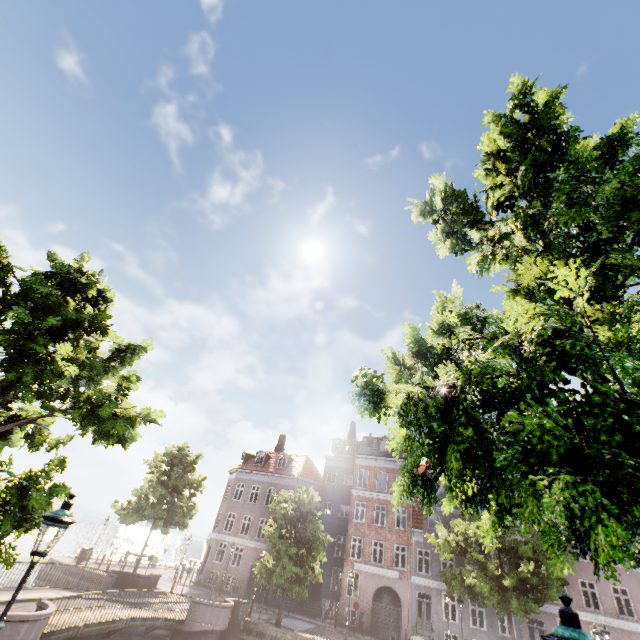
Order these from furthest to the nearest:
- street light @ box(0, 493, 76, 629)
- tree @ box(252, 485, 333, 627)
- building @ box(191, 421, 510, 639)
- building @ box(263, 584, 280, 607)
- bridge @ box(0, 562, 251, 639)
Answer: building @ box(263, 584, 280, 607)
building @ box(191, 421, 510, 639)
tree @ box(252, 485, 333, 627)
bridge @ box(0, 562, 251, 639)
street light @ box(0, 493, 76, 629)

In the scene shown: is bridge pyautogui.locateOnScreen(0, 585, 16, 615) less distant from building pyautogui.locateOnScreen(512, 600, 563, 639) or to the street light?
the street light

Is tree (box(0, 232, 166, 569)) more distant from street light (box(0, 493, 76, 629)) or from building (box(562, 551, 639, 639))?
building (box(562, 551, 639, 639))

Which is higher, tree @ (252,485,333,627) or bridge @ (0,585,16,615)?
tree @ (252,485,333,627)

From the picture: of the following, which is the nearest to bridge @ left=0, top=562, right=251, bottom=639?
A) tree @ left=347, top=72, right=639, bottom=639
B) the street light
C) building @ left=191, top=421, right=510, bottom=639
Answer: tree @ left=347, top=72, right=639, bottom=639

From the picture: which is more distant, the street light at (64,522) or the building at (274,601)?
the building at (274,601)

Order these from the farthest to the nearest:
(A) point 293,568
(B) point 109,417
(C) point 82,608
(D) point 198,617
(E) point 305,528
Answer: (E) point 305,528
(A) point 293,568
(D) point 198,617
(C) point 82,608
(B) point 109,417

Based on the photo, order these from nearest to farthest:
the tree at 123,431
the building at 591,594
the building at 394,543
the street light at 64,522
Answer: the street light at 64,522, the tree at 123,431, the building at 591,594, the building at 394,543
